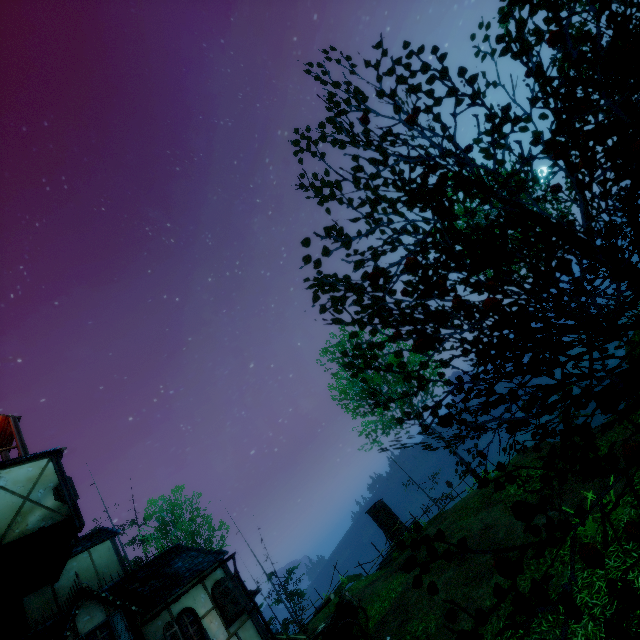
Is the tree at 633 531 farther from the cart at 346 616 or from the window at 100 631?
the window at 100 631

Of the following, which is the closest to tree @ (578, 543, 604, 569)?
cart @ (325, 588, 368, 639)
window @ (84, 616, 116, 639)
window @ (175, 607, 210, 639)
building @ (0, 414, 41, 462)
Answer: cart @ (325, 588, 368, 639)

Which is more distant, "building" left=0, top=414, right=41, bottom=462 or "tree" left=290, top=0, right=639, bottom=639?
"building" left=0, top=414, right=41, bottom=462

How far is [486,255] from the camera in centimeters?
372cm

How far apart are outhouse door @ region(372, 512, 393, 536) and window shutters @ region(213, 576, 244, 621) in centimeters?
1412cm

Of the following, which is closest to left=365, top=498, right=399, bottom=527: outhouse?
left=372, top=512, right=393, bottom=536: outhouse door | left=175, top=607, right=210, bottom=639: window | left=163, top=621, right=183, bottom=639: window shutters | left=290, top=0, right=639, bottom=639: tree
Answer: left=372, top=512, right=393, bottom=536: outhouse door

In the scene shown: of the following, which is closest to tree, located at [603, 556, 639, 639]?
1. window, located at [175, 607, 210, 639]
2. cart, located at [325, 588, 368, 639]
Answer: cart, located at [325, 588, 368, 639]

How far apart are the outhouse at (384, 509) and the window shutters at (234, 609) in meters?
14.1 m
